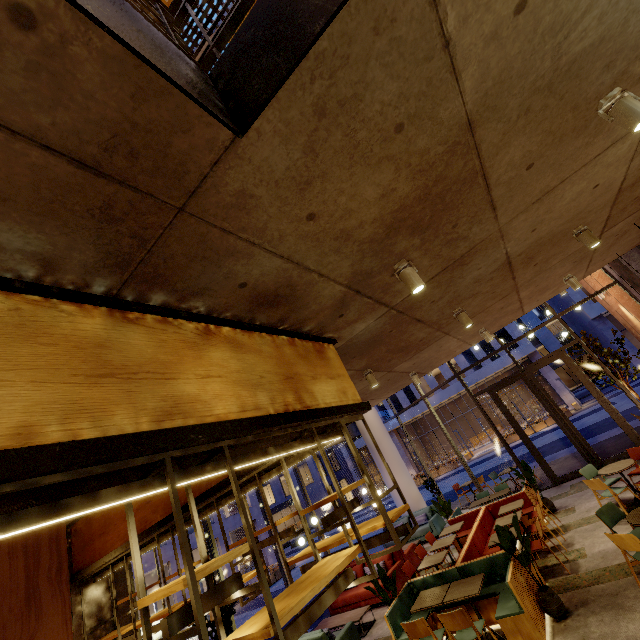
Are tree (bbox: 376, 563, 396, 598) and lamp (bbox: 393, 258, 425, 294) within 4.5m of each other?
no

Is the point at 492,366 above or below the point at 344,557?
above

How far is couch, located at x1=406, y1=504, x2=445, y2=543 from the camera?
11.62m

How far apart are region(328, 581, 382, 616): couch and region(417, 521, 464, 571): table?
1.40m

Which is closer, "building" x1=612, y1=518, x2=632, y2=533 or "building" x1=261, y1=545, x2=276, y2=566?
"building" x1=612, y1=518, x2=632, y2=533

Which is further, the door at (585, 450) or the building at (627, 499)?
the door at (585, 450)

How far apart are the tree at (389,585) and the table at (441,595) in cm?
56

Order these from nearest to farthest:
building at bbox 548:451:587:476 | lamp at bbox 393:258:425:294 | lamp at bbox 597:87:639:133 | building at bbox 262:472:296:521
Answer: lamp at bbox 597:87:639:133 → lamp at bbox 393:258:425:294 → building at bbox 548:451:587:476 → building at bbox 262:472:296:521
